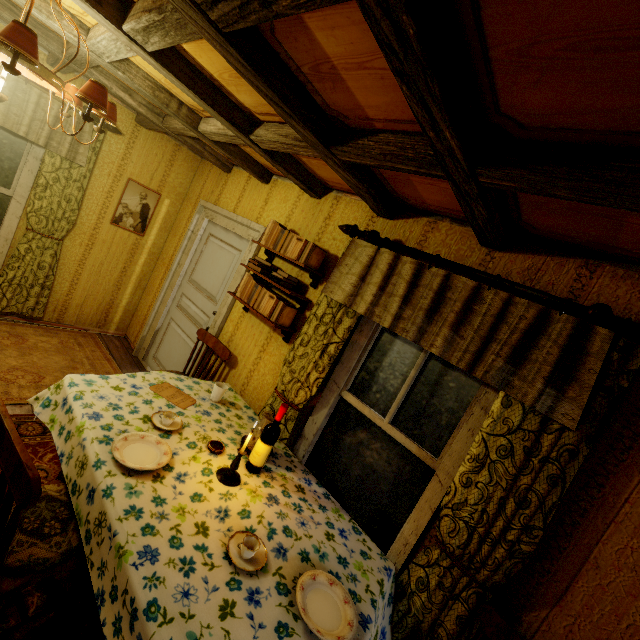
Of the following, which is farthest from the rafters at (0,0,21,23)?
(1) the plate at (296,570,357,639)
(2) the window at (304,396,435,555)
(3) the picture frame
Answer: (1) the plate at (296,570,357,639)

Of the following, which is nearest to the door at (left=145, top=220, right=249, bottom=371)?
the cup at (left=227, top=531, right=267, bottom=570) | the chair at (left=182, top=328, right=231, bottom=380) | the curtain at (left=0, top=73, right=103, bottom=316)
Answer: the chair at (left=182, top=328, right=231, bottom=380)

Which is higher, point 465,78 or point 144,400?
point 465,78

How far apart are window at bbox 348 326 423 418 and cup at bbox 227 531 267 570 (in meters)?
1.15

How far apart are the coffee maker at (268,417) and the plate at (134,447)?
0.5m

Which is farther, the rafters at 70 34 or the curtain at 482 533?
the rafters at 70 34

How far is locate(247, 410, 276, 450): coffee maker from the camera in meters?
2.2 m

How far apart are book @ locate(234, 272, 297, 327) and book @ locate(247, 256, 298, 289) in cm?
11
